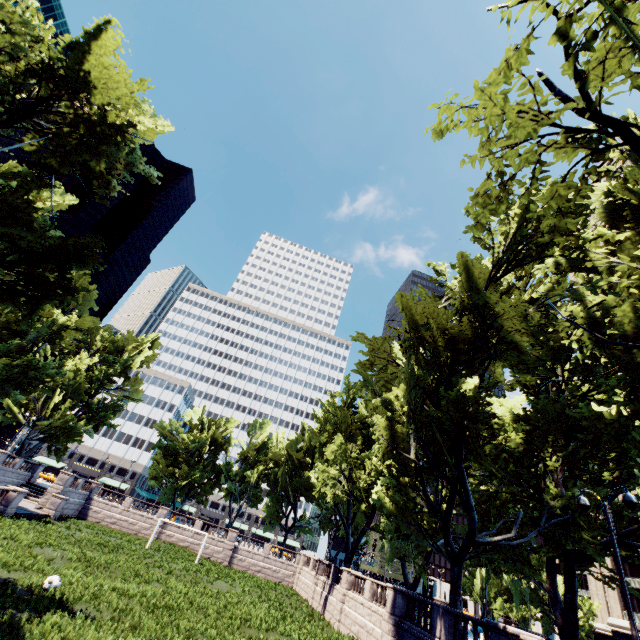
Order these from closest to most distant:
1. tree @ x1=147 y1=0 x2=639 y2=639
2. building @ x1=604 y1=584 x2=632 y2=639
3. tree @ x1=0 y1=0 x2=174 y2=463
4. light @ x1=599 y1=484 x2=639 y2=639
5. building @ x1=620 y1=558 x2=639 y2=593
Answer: tree @ x1=147 y1=0 x2=639 y2=639
light @ x1=599 y1=484 x2=639 y2=639
tree @ x1=0 y1=0 x2=174 y2=463
building @ x1=604 y1=584 x2=632 y2=639
building @ x1=620 y1=558 x2=639 y2=593

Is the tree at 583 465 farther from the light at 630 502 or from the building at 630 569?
the building at 630 569

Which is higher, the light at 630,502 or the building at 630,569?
the building at 630,569

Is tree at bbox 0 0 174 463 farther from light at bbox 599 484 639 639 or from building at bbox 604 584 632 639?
building at bbox 604 584 632 639

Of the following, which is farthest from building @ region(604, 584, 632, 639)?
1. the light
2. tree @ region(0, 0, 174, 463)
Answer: the light

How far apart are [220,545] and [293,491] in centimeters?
1498cm
